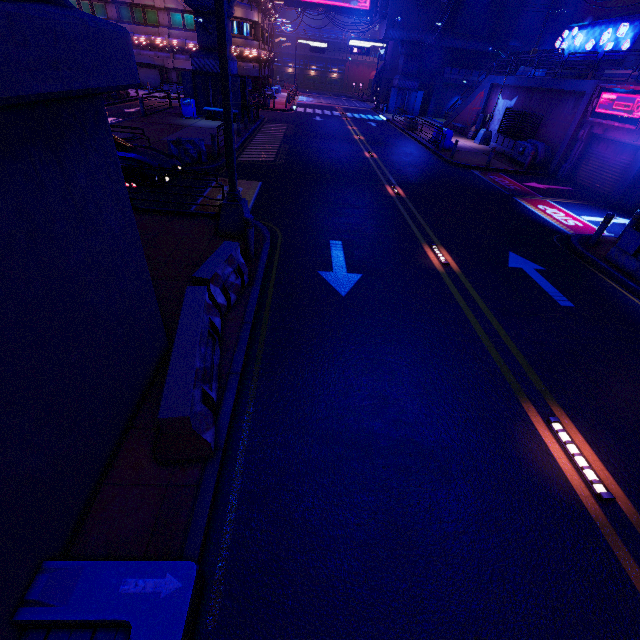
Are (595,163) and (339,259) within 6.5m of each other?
no

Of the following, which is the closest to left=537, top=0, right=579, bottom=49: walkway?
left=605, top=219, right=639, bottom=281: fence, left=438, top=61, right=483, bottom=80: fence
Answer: left=438, top=61, right=483, bottom=80: fence

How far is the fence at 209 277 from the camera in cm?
342

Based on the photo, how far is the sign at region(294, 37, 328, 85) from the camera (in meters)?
51.25

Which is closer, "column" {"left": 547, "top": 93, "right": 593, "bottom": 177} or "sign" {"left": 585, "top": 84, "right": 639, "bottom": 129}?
"sign" {"left": 585, "top": 84, "right": 639, "bottom": 129}

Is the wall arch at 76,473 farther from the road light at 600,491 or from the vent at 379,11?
the vent at 379,11

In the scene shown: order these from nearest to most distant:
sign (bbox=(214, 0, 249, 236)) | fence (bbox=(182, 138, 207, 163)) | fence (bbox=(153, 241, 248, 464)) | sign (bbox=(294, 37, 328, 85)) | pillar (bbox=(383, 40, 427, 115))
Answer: fence (bbox=(153, 241, 248, 464))
sign (bbox=(214, 0, 249, 236))
fence (bbox=(182, 138, 207, 163))
pillar (bbox=(383, 40, 427, 115))
sign (bbox=(294, 37, 328, 85))

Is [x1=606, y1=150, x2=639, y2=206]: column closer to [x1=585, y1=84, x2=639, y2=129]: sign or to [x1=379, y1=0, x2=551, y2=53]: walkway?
[x1=585, y1=84, x2=639, y2=129]: sign
